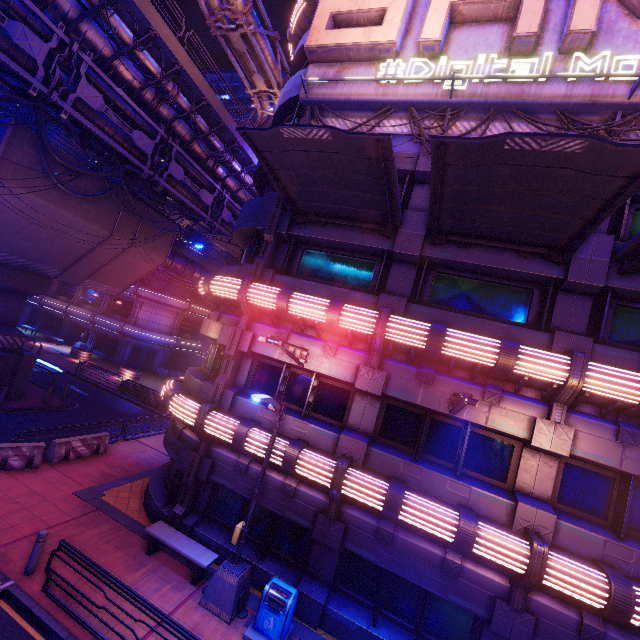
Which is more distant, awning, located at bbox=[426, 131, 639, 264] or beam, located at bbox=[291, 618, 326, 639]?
beam, located at bbox=[291, 618, 326, 639]

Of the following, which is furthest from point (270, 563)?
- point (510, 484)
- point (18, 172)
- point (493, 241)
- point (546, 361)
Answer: point (18, 172)

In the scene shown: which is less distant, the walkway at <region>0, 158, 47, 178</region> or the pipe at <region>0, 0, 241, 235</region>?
the pipe at <region>0, 0, 241, 235</region>

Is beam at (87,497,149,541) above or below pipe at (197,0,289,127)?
below

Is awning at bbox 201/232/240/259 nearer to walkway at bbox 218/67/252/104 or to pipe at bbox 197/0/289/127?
pipe at bbox 197/0/289/127

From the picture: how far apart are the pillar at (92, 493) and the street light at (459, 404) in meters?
13.1

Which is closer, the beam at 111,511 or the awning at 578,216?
the awning at 578,216

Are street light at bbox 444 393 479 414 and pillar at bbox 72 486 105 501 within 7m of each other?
no
